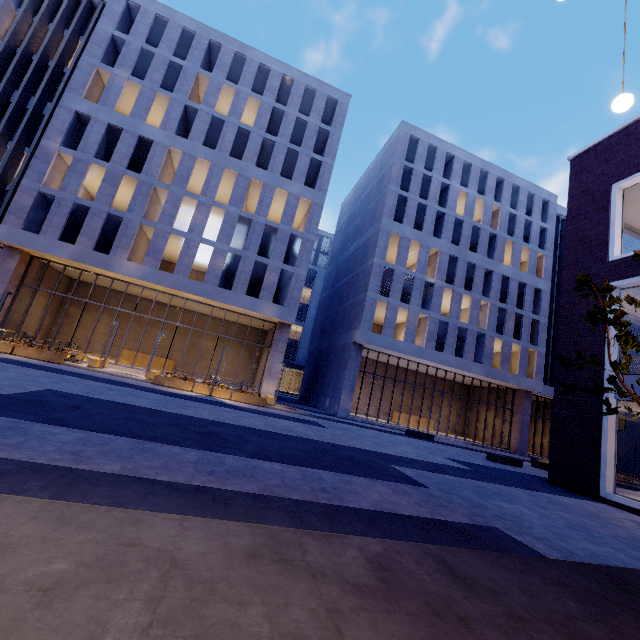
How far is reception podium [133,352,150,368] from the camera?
25.1m

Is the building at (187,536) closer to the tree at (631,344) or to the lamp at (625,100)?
the tree at (631,344)

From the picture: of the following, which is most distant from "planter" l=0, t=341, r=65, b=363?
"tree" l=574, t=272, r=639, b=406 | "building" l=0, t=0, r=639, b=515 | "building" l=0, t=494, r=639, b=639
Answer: "tree" l=574, t=272, r=639, b=406

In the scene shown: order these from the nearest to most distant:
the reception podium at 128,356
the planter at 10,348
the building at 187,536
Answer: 1. the building at 187,536
2. the planter at 10,348
3. the reception podium at 128,356

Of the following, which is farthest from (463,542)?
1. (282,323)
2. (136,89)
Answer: (136,89)

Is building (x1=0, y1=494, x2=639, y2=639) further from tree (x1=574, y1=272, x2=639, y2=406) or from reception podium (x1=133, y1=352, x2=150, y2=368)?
reception podium (x1=133, y1=352, x2=150, y2=368)

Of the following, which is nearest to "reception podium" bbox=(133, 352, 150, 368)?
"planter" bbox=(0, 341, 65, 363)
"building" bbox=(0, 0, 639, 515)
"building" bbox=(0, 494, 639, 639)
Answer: "building" bbox=(0, 0, 639, 515)
